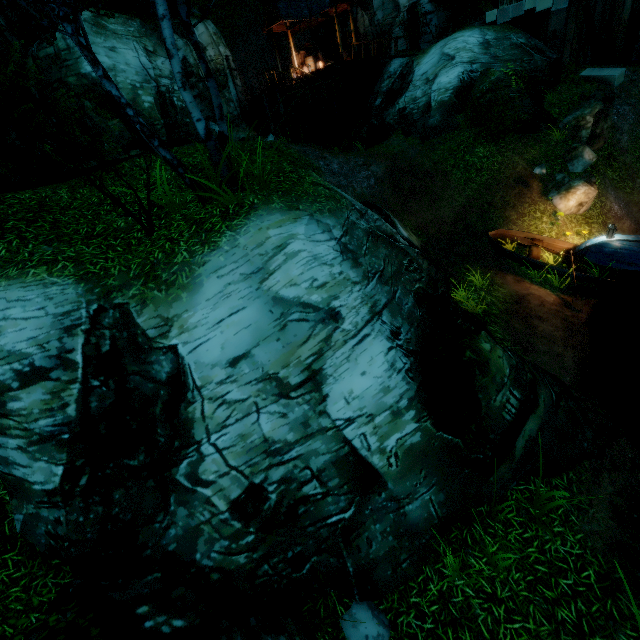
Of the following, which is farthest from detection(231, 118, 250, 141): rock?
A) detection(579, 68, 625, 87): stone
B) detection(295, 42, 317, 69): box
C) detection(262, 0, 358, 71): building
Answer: detection(579, 68, 625, 87): stone

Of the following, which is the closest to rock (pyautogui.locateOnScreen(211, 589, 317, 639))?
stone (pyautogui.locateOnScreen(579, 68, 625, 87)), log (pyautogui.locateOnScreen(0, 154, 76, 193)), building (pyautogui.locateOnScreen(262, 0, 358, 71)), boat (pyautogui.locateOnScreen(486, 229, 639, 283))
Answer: boat (pyautogui.locateOnScreen(486, 229, 639, 283))

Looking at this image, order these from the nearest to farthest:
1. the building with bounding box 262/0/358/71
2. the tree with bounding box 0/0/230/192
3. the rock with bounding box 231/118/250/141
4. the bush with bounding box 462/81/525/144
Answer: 1. the tree with bounding box 0/0/230/192
2. the bush with bounding box 462/81/525/144
3. the building with bounding box 262/0/358/71
4. the rock with bounding box 231/118/250/141

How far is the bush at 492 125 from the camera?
11.8 meters

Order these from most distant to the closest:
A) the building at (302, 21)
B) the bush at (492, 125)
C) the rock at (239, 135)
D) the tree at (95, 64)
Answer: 1. the rock at (239, 135)
2. the building at (302, 21)
3. the bush at (492, 125)
4. the tree at (95, 64)

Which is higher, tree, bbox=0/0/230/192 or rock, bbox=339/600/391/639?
tree, bbox=0/0/230/192

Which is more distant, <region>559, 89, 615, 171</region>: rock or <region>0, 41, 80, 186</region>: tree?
<region>559, 89, 615, 171</region>: rock

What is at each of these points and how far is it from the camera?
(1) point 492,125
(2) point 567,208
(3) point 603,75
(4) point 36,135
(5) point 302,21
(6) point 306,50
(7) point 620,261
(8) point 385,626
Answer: (1) bush, 12.5m
(2) rock, 11.8m
(3) stone, 14.5m
(4) tree, 11.9m
(5) building, 21.9m
(6) box, 24.4m
(7) boat, 10.2m
(8) rock, 4.6m
